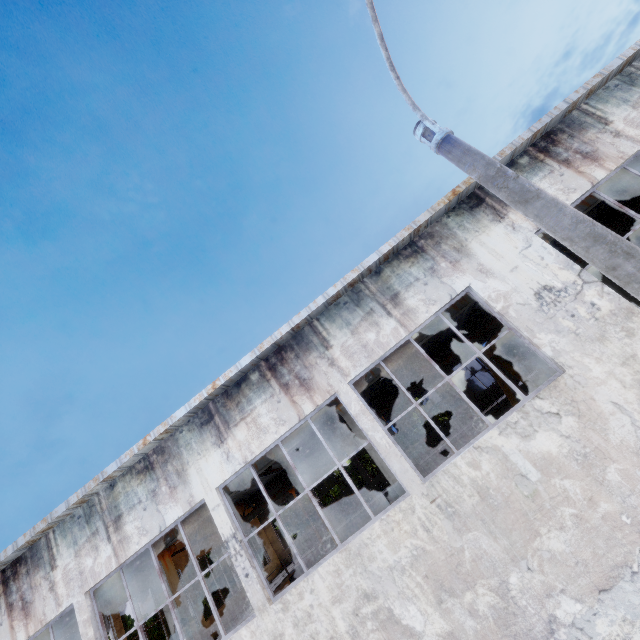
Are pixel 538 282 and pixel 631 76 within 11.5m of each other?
yes

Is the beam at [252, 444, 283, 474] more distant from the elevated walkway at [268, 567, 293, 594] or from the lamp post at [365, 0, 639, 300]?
the lamp post at [365, 0, 639, 300]

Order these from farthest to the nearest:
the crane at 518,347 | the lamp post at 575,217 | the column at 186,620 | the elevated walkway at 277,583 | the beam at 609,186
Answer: the elevated walkway at 277,583
the crane at 518,347
the beam at 609,186
the column at 186,620
the lamp post at 575,217

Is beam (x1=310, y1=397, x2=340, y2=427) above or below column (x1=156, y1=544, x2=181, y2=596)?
above

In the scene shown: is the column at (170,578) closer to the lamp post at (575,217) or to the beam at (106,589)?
the beam at (106,589)

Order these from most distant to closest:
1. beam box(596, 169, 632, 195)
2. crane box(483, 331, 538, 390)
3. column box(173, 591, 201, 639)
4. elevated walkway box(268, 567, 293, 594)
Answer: elevated walkway box(268, 567, 293, 594) → crane box(483, 331, 538, 390) → beam box(596, 169, 632, 195) → column box(173, 591, 201, 639)

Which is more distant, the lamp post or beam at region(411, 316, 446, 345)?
beam at region(411, 316, 446, 345)

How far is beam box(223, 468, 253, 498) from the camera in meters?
10.5 m
